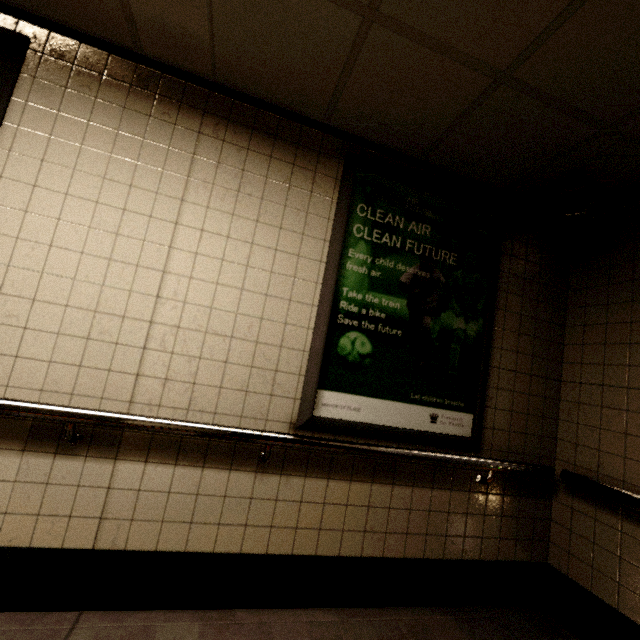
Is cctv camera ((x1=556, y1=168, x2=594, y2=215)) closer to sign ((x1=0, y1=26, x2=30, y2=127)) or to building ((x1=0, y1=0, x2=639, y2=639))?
building ((x1=0, y1=0, x2=639, y2=639))

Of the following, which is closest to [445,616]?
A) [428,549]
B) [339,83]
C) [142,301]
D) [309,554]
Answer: [428,549]

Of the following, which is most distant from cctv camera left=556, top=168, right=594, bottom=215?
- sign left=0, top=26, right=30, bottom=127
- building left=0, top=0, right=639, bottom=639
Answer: sign left=0, top=26, right=30, bottom=127

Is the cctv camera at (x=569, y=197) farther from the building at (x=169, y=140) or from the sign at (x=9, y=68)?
the sign at (x=9, y=68)

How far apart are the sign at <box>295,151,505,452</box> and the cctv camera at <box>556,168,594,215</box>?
0.4 meters

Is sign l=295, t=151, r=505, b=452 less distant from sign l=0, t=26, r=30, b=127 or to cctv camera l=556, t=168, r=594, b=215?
cctv camera l=556, t=168, r=594, b=215

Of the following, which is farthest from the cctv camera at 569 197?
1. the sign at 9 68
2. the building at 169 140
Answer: the sign at 9 68

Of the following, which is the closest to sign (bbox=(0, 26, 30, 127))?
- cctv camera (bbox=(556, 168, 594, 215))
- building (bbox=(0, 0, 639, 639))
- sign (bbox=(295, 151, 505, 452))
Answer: building (bbox=(0, 0, 639, 639))
